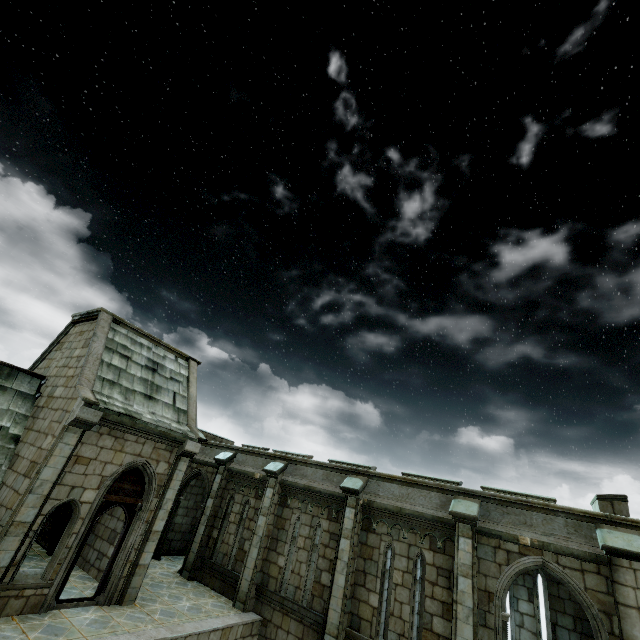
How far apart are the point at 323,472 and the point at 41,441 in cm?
920
